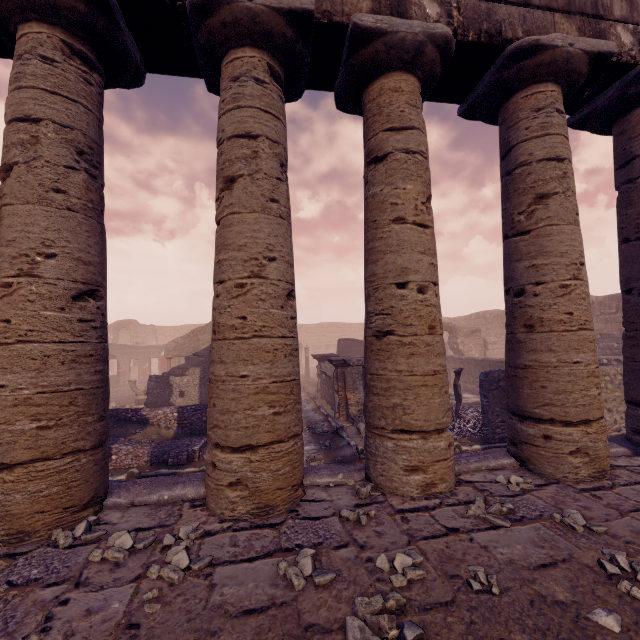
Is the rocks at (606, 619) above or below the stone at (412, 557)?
below

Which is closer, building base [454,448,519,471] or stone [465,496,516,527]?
stone [465,496,516,527]

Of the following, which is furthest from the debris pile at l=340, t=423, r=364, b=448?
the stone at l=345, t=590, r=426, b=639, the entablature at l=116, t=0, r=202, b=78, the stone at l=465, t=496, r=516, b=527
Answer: the entablature at l=116, t=0, r=202, b=78

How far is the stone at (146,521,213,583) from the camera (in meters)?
2.38

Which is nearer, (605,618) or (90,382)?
(605,618)

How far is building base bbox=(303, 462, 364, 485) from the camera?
3.9 meters

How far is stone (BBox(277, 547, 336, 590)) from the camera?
2.3 meters

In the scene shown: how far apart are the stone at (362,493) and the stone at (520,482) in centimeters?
147cm
